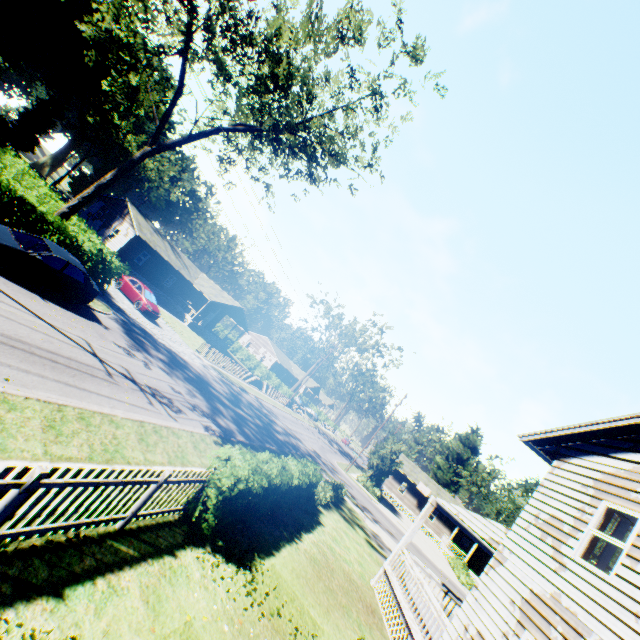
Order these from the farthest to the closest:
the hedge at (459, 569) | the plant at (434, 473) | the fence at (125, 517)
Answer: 1. the plant at (434, 473)
2. the hedge at (459, 569)
3. the fence at (125, 517)

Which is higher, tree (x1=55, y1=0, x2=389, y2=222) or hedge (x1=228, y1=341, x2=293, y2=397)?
tree (x1=55, y1=0, x2=389, y2=222)

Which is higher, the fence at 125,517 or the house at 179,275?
the house at 179,275

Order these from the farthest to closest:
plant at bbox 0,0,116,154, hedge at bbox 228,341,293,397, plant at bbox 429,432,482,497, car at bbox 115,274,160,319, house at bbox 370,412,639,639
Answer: plant at bbox 429,432,482,497
hedge at bbox 228,341,293,397
plant at bbox 0,0,116,154
car at bbox 115,274,160,319
house at bbox 370,412,639,639

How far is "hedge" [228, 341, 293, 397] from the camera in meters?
51.7 m

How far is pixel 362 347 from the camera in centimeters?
4925cm

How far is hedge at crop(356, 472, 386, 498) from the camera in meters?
37.2 m

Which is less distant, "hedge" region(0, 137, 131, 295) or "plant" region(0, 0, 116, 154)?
"hedge" region(0, 137, 131, 295)
